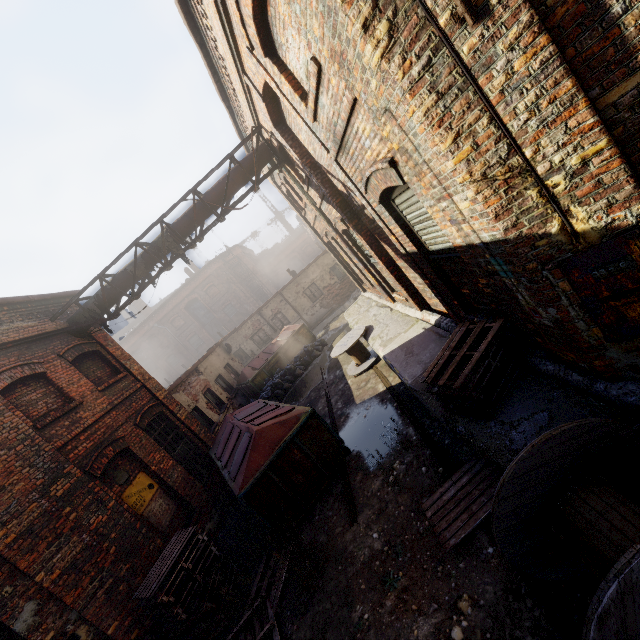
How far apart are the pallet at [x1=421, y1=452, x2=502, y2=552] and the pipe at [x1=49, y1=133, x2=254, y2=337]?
8.3 meters

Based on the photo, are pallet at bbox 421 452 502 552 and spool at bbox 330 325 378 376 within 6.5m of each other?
yes

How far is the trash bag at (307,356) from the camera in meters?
14.0 m

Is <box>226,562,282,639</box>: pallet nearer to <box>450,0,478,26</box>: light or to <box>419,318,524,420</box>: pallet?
<box>419,318,524,420</box>: pallet

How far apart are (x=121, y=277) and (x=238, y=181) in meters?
4.3 m

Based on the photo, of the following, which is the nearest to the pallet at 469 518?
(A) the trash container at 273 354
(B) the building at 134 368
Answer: (A) the trash container at 273 354

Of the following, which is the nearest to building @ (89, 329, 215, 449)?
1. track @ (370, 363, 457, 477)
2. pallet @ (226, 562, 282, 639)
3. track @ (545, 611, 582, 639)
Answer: pallet @ (226, 562, 282, 639)

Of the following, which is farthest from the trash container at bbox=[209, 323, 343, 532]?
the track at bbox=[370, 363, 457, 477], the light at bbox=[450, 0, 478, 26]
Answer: the light at bbox=[450, 0, 478, 26]
